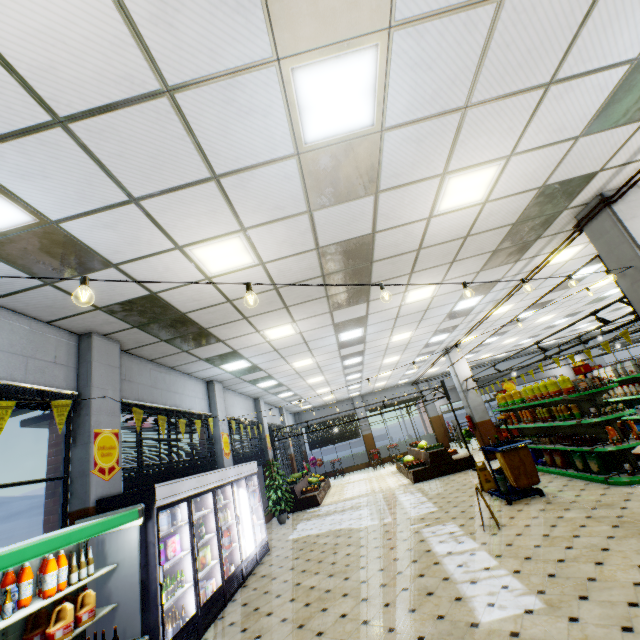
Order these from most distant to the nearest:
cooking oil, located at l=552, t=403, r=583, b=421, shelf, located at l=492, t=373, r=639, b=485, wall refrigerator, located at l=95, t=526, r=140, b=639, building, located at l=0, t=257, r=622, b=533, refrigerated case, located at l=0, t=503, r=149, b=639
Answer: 1. cooking oil, located at l=552, t=403, r=583, b=421
2. shelf, located at l=492, t=373, r=639, b=485
3. building, located at l=0, t=257, r=622, b=533
4. wall refrigerator, located at l=95, t=526, r=140, b=639
5. refrigerated case, located at l=0, t=503, r=149, b=639

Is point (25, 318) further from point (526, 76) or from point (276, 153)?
point (526, 76)

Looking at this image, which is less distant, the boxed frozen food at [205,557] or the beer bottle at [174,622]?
the beer bottle at [174,622]

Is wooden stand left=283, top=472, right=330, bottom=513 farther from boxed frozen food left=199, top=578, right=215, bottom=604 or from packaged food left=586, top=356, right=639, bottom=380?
packaged food left=586, top=356, right=639, bottom=380

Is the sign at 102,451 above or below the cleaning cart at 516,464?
above

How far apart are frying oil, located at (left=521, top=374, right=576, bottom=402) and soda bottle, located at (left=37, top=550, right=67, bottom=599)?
9.9 meters

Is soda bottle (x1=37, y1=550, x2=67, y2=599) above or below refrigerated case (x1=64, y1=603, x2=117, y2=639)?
above

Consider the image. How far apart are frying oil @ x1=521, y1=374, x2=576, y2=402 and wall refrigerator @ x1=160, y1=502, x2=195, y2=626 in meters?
8.1
